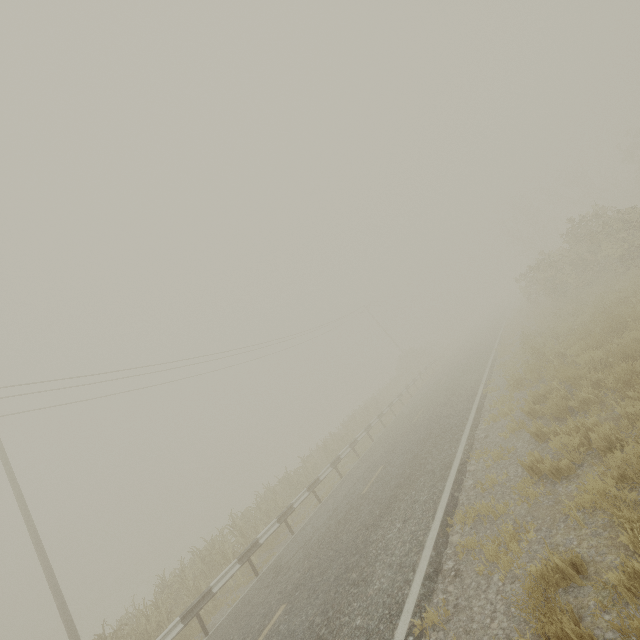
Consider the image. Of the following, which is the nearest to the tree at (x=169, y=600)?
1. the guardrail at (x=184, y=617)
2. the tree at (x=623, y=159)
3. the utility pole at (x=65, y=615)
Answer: the tree at (x=623, y=159)

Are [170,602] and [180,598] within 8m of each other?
yes

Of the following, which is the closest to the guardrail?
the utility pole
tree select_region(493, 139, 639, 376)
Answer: tree select_region(493, 139, 639, 376)

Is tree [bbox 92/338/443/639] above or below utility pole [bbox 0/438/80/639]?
below

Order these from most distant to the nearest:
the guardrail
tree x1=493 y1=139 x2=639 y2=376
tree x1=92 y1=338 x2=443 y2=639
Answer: tree x1=493 y1=139 x2=639 y2=376 < tree x1=92 y1=338 x2=443 y2=639 < the guardrail

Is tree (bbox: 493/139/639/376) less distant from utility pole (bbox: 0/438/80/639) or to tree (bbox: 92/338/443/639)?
tree (bbox: 92/338/443/639)

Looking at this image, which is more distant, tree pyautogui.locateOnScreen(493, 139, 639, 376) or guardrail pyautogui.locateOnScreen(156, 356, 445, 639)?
tree pyautogui.locateOnScreen(493, 139, 639, 376)

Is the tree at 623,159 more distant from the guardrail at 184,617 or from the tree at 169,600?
the guardrail at 184,617
